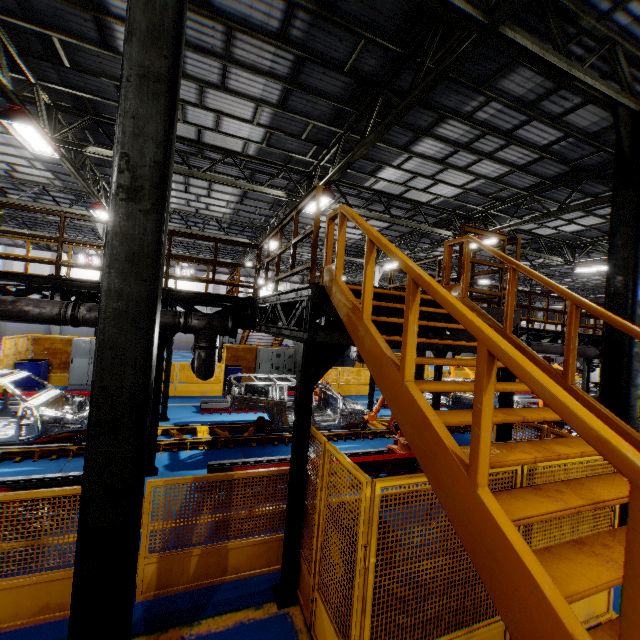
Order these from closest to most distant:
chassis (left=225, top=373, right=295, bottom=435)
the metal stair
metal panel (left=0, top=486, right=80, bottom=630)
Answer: the metal stair
metal panel (left=0, top=486, right=80, bottom=630)
chassis (left=225, top=373, right=295, bottom=435)

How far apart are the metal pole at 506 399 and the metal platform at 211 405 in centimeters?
820cm

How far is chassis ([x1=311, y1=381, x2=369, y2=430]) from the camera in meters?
10.1 m

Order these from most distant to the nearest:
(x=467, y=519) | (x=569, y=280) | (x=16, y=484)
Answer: (x=569, y=280)
(x=16, y=484)
(x=467, y=519)

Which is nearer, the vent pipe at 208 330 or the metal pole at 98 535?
the metal pole at 98 535

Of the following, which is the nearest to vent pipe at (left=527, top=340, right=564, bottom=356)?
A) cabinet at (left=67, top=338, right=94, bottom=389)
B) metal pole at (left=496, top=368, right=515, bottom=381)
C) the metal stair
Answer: metal pole at (left=496, top=368, right=515, bottom=381)

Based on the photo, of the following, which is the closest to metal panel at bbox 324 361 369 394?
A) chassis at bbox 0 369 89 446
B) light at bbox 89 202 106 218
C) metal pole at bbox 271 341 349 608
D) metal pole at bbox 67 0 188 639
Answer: metal pole at bbox 271 341 349 608

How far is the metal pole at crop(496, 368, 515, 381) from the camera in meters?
5.7 m
